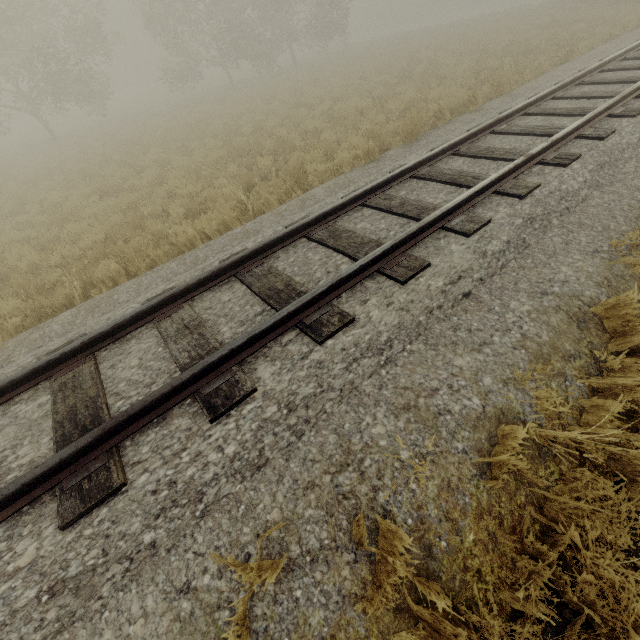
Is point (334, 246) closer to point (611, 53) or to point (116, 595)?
point (116, 595)
